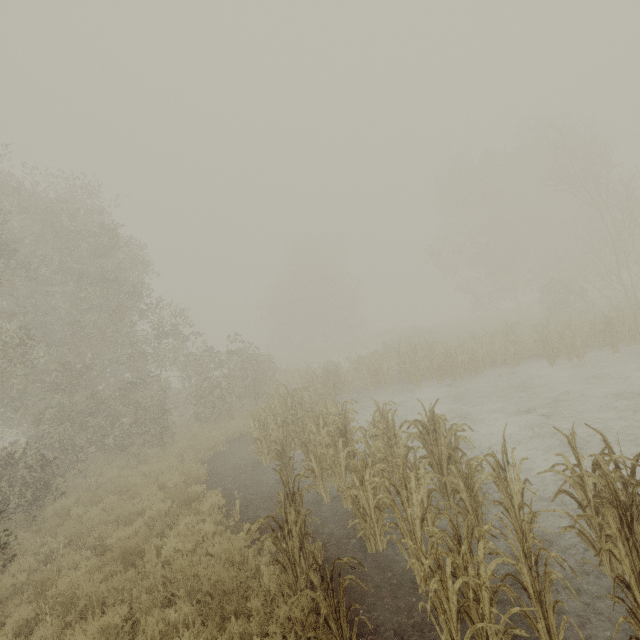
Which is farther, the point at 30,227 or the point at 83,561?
the point at 30,227
